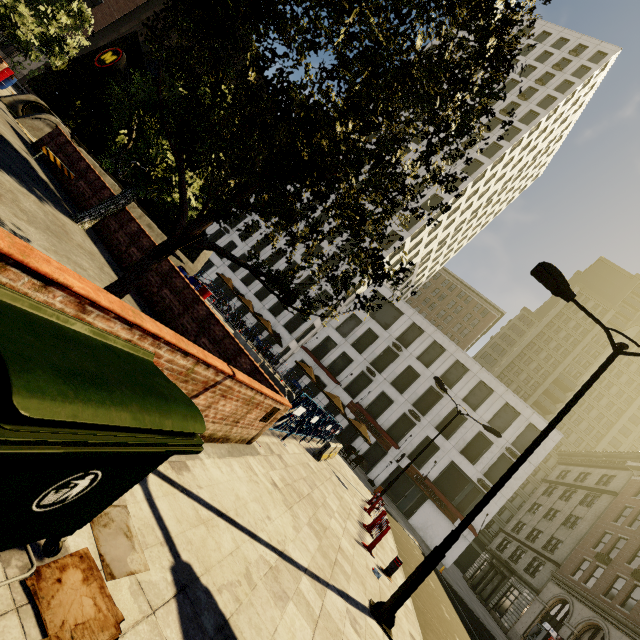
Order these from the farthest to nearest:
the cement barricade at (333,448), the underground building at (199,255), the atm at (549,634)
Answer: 1. the atm at (549,634)
2. the underground building at (199,255)
3. the cement barricade at (333,448)

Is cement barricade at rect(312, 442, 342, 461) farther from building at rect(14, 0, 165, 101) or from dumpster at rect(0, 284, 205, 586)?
building at rect(14, 0, 165, 101)

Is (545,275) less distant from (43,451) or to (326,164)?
(326,164)

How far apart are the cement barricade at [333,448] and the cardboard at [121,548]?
11.39m

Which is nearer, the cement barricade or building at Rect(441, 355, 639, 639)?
→ the cement barricade

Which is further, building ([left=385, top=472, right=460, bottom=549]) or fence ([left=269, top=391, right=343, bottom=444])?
building ([left=385, top=472, right=460, bottom=549])

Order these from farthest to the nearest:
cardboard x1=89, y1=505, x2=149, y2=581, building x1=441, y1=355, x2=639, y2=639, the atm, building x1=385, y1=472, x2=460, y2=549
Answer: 1. building x1=385, y1=472, x2=460, y2=549
2. building x1=441, y1=355, x2=639, y2=639
3. the atm
4. cardboard x1=89, y1=505, x2=149, y2=581

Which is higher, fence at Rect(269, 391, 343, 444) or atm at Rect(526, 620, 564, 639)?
atm at Rect(526, 620, 564, 639)
